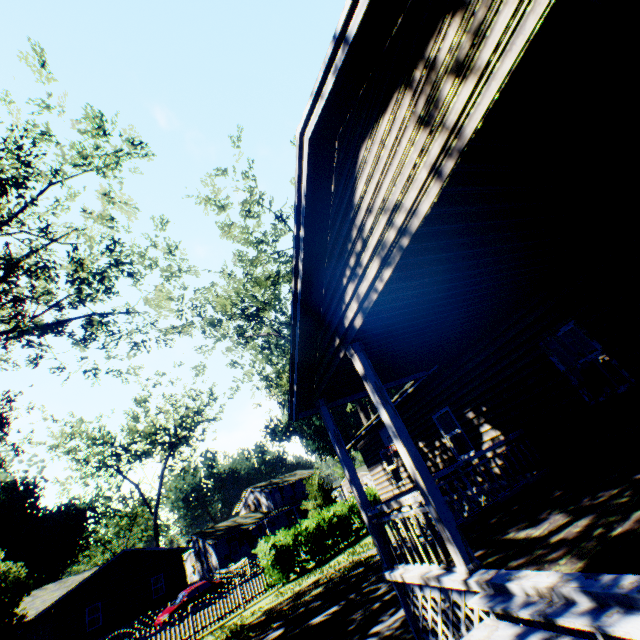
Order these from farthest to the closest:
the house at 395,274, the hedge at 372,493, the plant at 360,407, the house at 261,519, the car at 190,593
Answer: the house at 261,519
the hedge at 372,493
the car at 190,593
the plant at 360,407
the house at 395,274

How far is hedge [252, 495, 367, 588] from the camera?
17.6 meters

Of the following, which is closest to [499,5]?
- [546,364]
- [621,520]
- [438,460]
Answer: [621,520]

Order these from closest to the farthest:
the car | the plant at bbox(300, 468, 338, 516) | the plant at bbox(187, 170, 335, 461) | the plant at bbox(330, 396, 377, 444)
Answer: the plant at bbox(187, 170, 335, 461) < the plant at bbox(330, 396, 377, 444) < the car < the plant at bbox(300, 468, 338, 516)

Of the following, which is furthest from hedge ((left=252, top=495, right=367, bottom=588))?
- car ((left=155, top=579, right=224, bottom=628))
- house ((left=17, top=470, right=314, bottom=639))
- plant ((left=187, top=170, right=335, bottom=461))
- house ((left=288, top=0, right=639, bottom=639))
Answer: house ((left=17, top=470, right=314, bottom=639))

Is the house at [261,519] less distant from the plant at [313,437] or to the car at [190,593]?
the plant at [313,437]

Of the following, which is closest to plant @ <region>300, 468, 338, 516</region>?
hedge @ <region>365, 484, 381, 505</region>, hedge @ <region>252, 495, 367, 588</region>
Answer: hedge @ <region>252, 495, 367, 588</region>

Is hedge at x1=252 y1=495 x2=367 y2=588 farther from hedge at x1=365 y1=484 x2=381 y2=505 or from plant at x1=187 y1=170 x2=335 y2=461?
plant at x1=187 y1=170 x2=335 y2=461
